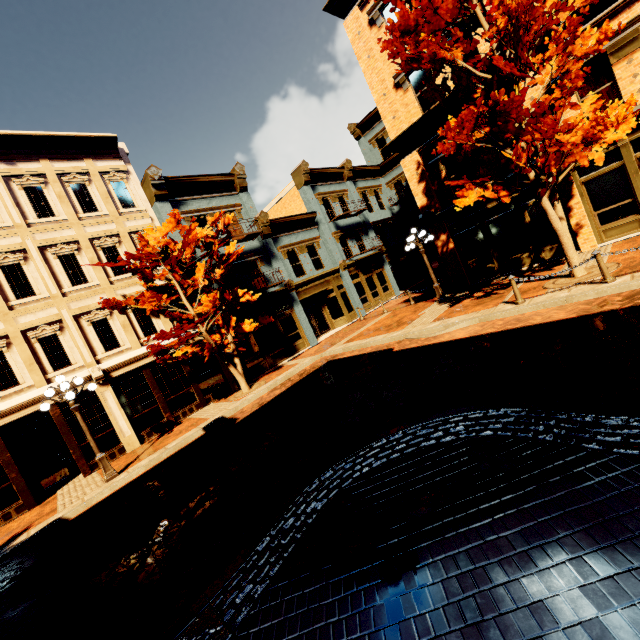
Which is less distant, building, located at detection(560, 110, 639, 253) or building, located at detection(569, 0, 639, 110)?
building, located at detection(569, 0, 639, 110)

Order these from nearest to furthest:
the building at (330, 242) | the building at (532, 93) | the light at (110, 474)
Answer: the light at (110, 474), the building at (532, 93), the building at (330, 242)

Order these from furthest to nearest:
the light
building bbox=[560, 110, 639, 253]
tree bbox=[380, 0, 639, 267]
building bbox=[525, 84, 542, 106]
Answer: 1. building bbox=[525, 84, 542, 106]
2. building bbox=[560, 110, 639, 253]
3. the light
4. tree bbox=[380, 0, 639, 267]

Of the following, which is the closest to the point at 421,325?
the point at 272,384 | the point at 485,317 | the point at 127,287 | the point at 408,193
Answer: the point at 485,317

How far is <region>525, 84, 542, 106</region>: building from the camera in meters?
11.6 m

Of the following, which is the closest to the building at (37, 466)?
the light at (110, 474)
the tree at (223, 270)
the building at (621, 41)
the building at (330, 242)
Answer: the building at (330, 242)

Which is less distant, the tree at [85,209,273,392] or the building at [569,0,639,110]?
the building at [569,0,639,110]

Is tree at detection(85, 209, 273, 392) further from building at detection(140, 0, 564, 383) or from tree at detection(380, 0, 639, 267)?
tree at detection(380, 0, 639, 267)
